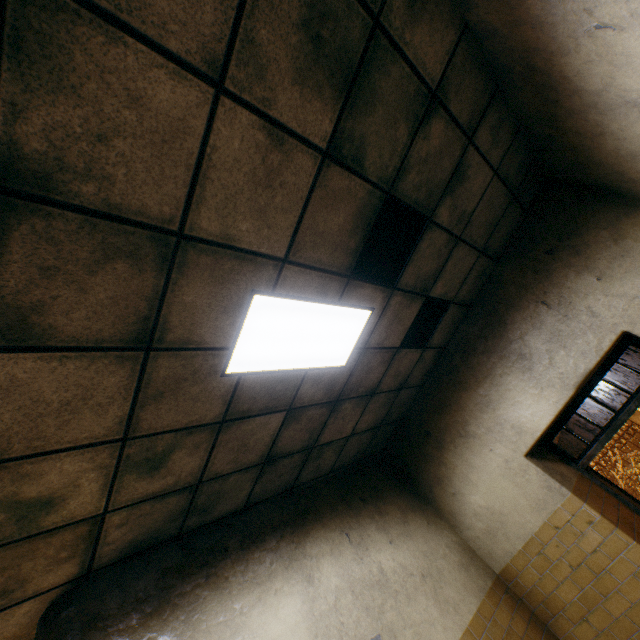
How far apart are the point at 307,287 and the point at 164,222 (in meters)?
1.05

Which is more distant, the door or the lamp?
the door

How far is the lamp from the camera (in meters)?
2.16

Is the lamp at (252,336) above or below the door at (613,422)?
above

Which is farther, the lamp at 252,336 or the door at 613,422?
the door at 613,422

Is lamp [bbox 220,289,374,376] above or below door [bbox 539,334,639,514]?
above
